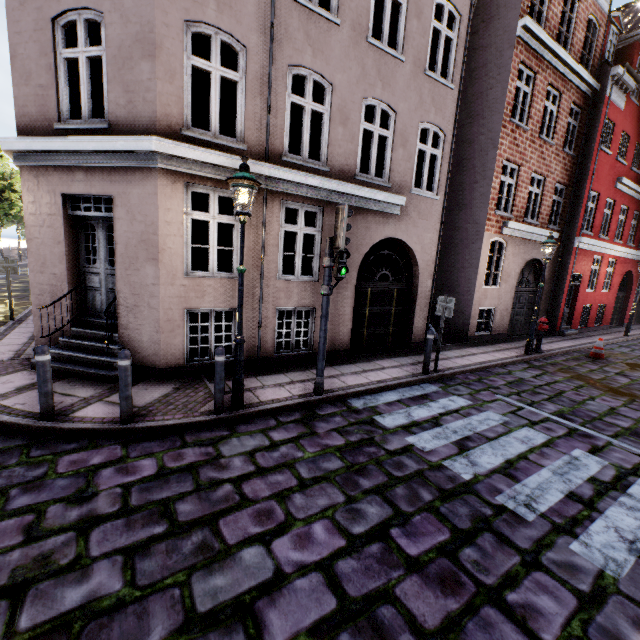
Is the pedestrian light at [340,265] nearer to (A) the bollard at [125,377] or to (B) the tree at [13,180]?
(A) the bollard at [125,377]

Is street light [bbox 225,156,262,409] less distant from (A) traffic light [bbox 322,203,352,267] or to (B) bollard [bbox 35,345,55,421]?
(A) traffic light [bbox 322,203,352,267]

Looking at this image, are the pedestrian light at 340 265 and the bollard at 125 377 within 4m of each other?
yes

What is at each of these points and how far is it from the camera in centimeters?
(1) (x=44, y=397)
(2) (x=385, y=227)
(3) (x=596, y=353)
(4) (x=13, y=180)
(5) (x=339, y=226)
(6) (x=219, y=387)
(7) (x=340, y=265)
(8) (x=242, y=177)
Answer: (1) bollard, 454cm
(2) building, 881cm
(3) traffic cone, 1130cm
(4) tree, 2750cm
(5) traffic light, 539cm
(6) bollard, 508cm
(7) pedestrian light, 588cm
(8) street light, 458cm

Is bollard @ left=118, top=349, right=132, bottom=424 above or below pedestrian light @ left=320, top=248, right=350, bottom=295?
below

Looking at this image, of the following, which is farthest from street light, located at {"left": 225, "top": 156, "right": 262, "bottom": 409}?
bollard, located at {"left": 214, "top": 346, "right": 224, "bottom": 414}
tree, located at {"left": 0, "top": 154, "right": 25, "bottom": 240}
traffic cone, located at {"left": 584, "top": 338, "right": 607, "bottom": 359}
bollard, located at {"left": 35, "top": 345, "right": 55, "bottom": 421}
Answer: traffic cone, located at {"left": 584, "top": 338, "right": 607, "bottom": 359}

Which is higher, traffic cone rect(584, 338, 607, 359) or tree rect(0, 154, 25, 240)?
tree rect(0, 154, 25, 240)

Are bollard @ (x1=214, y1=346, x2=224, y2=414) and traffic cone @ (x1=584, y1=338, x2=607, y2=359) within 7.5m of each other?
no
